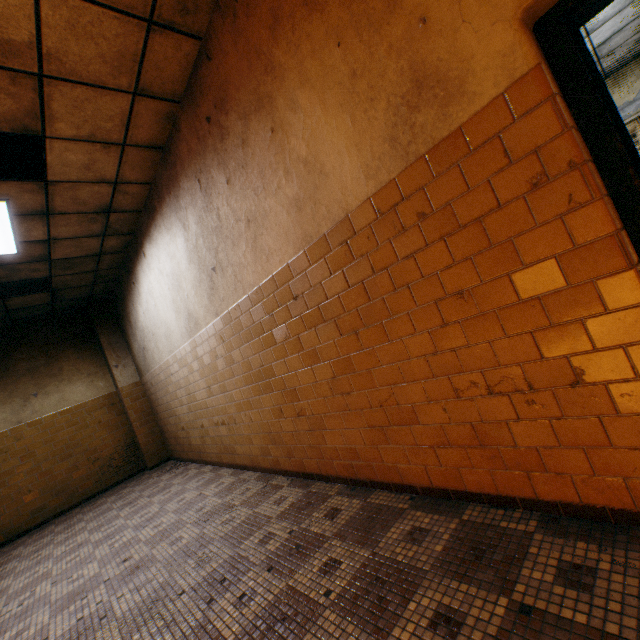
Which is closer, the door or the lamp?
the door

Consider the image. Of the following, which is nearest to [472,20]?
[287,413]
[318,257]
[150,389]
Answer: [318,257]

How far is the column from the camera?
7.2m

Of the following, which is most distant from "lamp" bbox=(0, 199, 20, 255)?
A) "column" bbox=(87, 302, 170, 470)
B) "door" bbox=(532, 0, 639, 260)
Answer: "door" bbox=(532, 0, 639, 260)

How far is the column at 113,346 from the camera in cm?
725

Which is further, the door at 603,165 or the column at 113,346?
the column at 113,346
